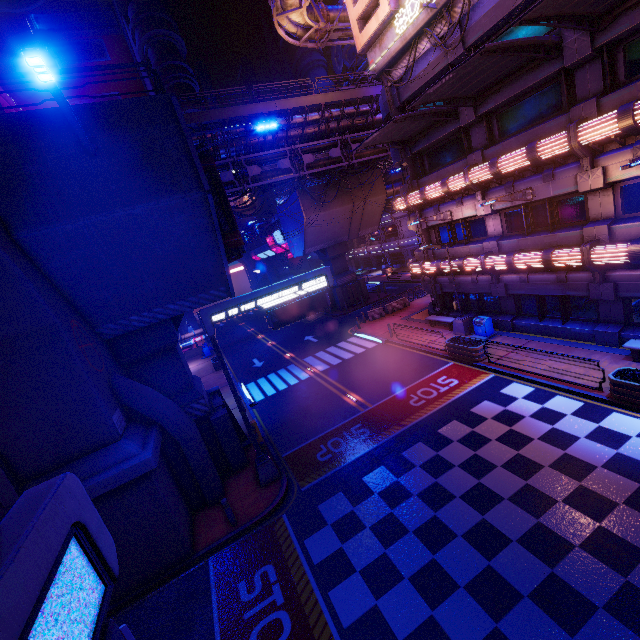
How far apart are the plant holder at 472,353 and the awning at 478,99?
11.49m

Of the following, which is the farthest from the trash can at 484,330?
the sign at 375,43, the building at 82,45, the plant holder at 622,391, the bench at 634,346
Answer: the building at 82,45

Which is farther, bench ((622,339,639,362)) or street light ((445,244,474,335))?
street light ((445,244,474,335))

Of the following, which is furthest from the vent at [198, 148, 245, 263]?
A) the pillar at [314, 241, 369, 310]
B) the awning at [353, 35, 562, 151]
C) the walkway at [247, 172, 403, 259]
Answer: the pillar at [314, 241, 369, 310]

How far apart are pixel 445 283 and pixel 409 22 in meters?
14.5 m

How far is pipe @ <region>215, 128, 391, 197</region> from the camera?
25.6 meters

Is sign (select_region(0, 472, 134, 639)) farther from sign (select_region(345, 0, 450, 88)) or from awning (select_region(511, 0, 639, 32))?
sign (select_region(345, 0, 450, 88))

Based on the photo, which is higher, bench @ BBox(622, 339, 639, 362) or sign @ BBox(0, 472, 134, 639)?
sign @ BBox(0, 472, 134, 639)
